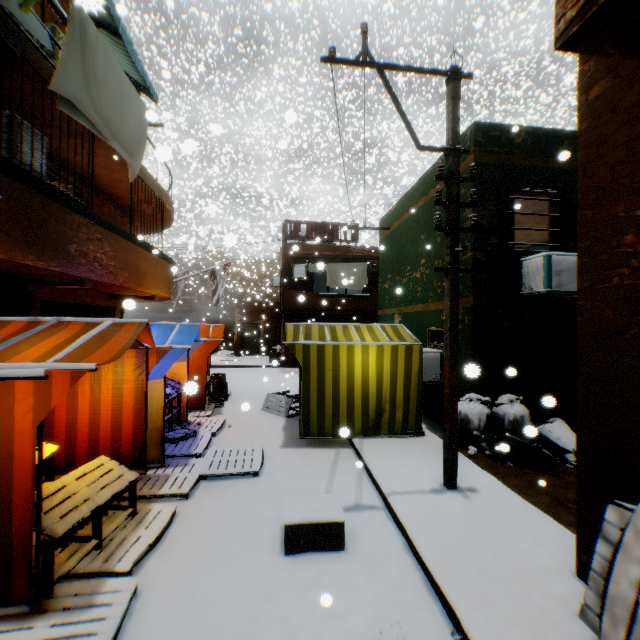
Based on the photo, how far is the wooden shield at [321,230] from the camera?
18.9m

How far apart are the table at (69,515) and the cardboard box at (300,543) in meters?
1.3

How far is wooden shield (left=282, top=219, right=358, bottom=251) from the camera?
18.91m

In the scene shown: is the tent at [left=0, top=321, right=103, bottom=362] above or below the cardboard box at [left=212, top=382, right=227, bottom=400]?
above

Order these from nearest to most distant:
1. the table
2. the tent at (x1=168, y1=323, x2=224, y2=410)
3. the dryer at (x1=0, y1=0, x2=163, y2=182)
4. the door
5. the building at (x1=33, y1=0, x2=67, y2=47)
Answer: the table, the dryer at (x1=0, y1=0, x2=163, y2=182), the building at (x1=33, y1=0, x2=67, y2=47), the tent at (x1=168, y1=323, x2=224, y2=410), the door

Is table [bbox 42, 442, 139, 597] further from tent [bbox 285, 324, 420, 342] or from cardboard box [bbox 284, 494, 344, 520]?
cardboard box [bbox 284, 494, 344, 520]

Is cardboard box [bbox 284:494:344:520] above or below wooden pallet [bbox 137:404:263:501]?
above

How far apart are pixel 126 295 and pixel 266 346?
14.7 meters
